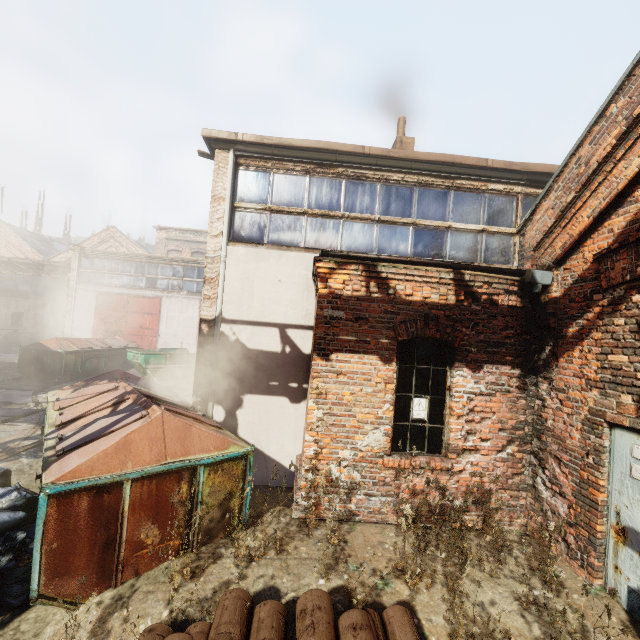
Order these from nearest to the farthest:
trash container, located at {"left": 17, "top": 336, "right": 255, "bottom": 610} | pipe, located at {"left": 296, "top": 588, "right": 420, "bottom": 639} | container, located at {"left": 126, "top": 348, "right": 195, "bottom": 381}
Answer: pipe, located at {"left": 296, "top": 588, "right": 420, "bottom": 639} → trash container, located at {"left": 17, "top": 336, "right": 255, "bottom": 610} → container, located at {"left": 126, "top": 348, "right": 195, "bottom": 381}

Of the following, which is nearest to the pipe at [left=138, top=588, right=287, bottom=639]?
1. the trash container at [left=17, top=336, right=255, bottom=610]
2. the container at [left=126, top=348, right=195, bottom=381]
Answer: the trash container at [left=17, top=336, right=255, bottom=610]

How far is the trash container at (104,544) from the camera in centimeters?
316cm

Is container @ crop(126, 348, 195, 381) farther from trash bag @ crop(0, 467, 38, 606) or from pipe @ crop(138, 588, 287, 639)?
pipe @ crop(138, 588, 287, 639)

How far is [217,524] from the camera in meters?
4.1 m

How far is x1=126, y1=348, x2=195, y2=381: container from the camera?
14.73m

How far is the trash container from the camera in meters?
3.2

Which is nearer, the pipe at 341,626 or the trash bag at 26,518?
the pipe at 341,626
